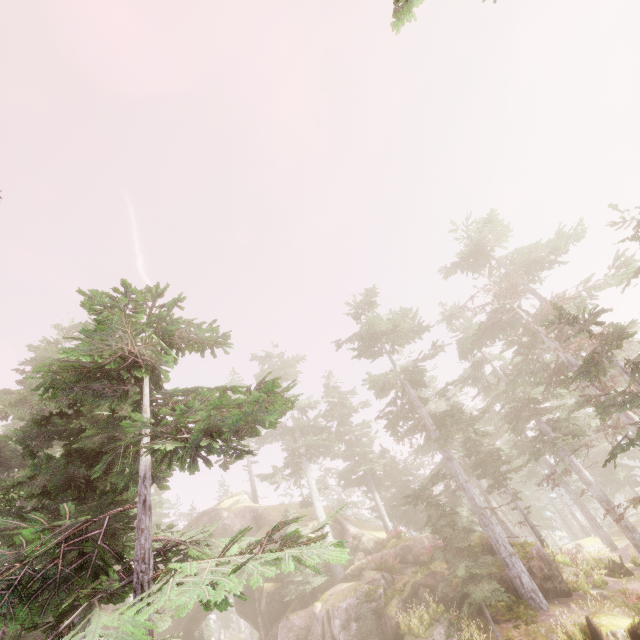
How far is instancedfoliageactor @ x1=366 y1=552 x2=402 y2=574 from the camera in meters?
21.1

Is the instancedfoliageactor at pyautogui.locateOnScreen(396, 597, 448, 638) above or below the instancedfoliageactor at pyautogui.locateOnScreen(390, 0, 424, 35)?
below

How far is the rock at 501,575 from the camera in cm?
1590

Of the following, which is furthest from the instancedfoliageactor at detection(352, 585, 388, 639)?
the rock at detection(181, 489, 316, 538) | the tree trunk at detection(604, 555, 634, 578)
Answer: the tree trunk at detection(604, 555, 634, 578)

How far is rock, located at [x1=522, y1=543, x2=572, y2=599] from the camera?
16.0m

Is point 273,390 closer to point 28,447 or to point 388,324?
point 28,447

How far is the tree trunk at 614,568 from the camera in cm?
1823

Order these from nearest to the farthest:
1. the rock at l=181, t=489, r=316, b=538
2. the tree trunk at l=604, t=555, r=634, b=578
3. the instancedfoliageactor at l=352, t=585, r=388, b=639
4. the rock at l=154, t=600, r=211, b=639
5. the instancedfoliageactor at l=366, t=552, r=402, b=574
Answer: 1. the instancedfoliageactor at l=352, t=585, r=388, b=639
2. the tree trunk at l=604, t=555, r=634, b=578
3. the instancedfoliageactor at l=366, t=552, r=402, b=574
4. the rock at l=154, t=600, r=211, b=639
5. the rock at l=181, t=489, r=316, b=538
